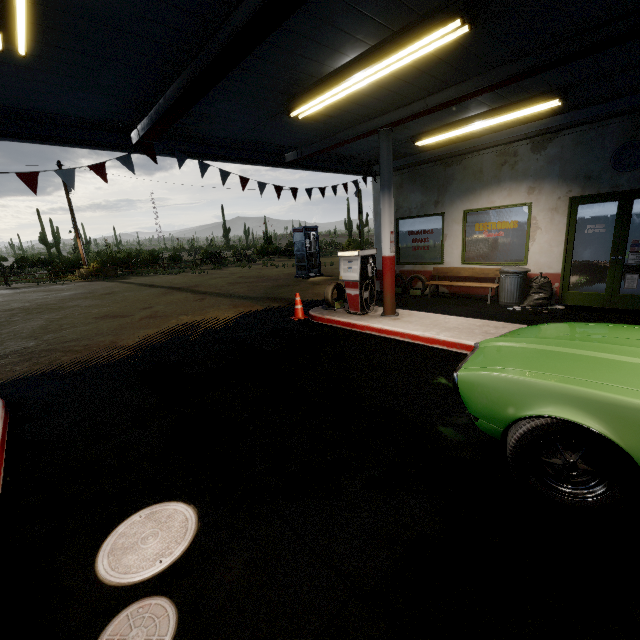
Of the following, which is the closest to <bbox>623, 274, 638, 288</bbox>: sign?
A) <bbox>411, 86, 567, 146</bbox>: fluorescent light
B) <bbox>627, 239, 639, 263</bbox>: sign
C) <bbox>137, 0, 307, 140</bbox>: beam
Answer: <bbox>627, 239, 639, 263</bbox>: sign

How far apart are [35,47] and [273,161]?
5.33m

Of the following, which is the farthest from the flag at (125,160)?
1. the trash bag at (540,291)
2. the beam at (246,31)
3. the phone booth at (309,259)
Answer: the phone booth at (309,259)

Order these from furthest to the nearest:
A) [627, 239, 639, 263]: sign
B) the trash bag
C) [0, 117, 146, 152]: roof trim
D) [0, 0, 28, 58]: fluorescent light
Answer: the trash bag → [627, 239, 639, 263]: sign → [0, 117, 146, 152]: roof trim → [0, 0, 28, 58]: fluorescent light

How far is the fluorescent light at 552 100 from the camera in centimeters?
577cm

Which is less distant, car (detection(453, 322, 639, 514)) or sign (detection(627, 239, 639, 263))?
car (detection(453, 322, 639, 514))

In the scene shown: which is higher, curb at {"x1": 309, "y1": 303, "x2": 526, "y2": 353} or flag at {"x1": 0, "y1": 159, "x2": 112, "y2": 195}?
flag at {"x1": 0, "y1": 159, "x2": 112, "y2": 195}

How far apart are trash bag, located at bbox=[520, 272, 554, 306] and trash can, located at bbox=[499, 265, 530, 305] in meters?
0.0
